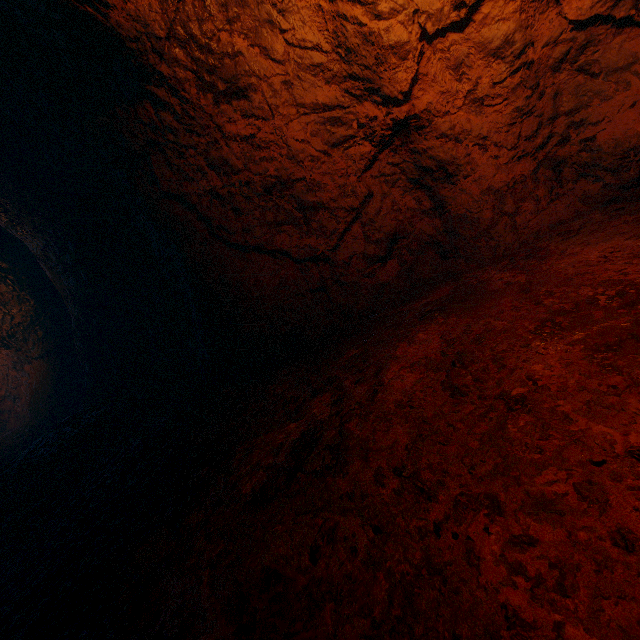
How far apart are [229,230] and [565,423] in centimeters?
390cm
